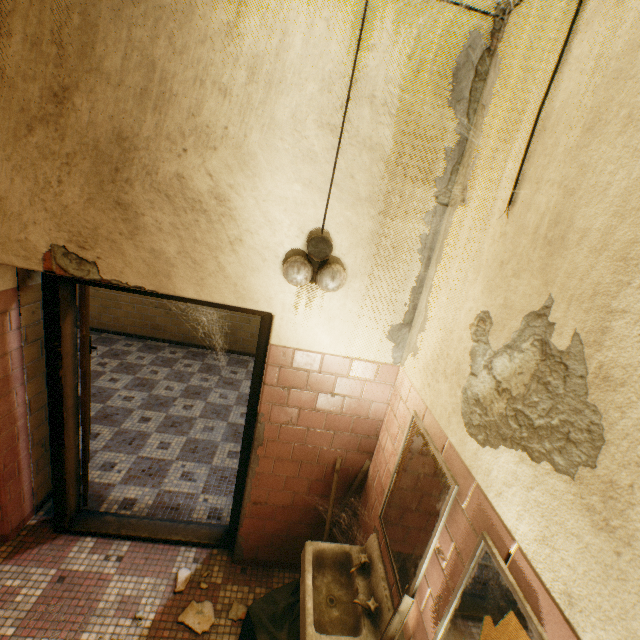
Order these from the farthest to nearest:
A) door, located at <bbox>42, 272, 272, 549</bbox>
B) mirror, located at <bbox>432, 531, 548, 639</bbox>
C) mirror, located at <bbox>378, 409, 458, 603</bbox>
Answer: door, located at <bbox>42, 272, 272, 549</bbox>
mirror, located at <bbox>378, 409, 458, 603</bbox>
mirror, located at <bbox>432, 531, 548, 639</bbox>

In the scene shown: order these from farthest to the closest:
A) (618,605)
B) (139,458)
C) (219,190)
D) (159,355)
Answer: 1. (159,355)
2. (139,458)
3. (219,190)
4. (618,605)

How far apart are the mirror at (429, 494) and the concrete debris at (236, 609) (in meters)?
1.32

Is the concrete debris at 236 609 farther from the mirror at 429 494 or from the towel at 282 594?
the mirror at 429 494

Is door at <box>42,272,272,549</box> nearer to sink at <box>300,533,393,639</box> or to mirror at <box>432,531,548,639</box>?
sink at <box>300,533,393,639</box>

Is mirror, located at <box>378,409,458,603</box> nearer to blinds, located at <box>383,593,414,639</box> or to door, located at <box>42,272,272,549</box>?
blinds, located at <box>383,593,414,639</box>

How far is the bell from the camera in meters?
1.8

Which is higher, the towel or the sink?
the sink
